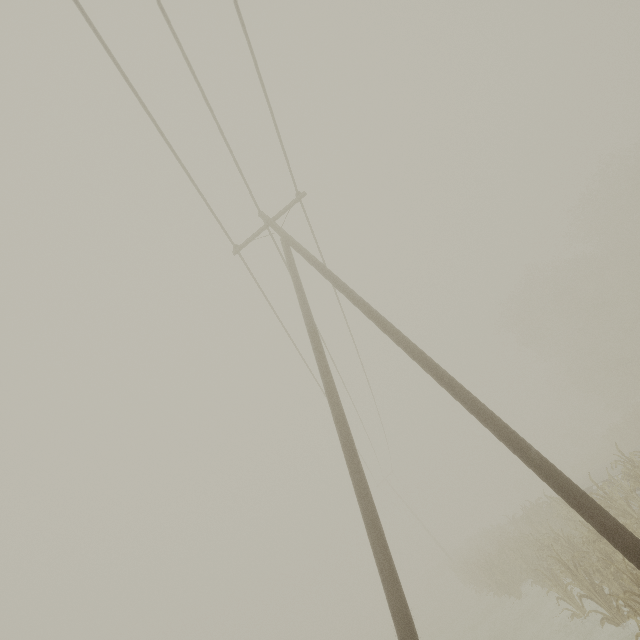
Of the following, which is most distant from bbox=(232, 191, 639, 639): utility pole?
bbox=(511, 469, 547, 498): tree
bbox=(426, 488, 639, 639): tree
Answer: bbox=(511, 469, 547, 498): tree

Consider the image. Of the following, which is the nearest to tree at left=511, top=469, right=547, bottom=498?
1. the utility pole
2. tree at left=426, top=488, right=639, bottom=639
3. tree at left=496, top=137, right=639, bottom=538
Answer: tree at left=496, top=137, right=639, bottom=538

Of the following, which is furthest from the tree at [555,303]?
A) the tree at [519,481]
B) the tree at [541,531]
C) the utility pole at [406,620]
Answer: the utility pole at [406,620]

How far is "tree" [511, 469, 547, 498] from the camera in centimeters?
5077cm

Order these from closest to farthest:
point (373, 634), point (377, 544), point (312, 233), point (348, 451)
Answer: point (377, 544) < point (348, 451) < point (312, 233) < point (373, 634)

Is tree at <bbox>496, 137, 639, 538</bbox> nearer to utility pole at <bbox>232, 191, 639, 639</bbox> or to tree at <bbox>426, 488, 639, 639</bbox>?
tree at <bbox>426, 488, 639, 639</bbox>

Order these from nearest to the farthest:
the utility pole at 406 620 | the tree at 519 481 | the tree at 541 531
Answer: the utility pole at 406 620 → the tree at 541 531 → the tree at 519 481
